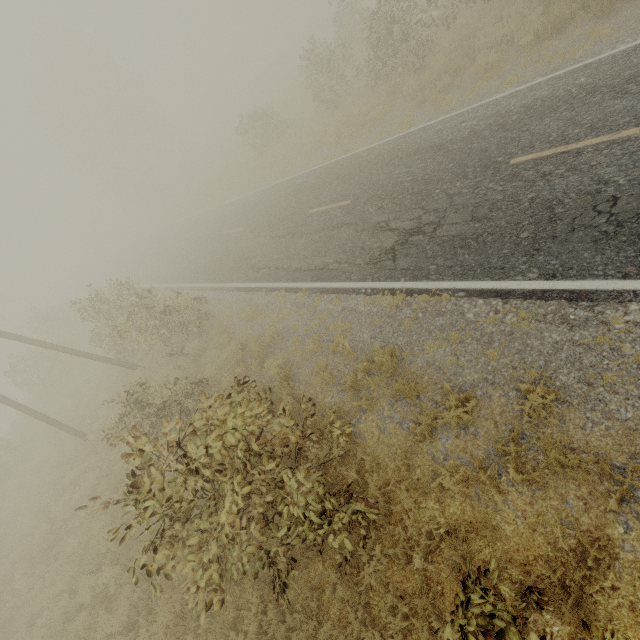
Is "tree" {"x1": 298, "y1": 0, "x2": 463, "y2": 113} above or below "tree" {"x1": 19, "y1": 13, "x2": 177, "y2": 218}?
below

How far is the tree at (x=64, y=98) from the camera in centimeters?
3581cm

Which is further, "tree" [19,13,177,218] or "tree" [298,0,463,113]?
"tree" [19,13,177,218]

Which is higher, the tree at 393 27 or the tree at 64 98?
the tree at 64 98

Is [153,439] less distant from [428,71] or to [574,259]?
[574,259]

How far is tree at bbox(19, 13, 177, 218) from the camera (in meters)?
35.81
